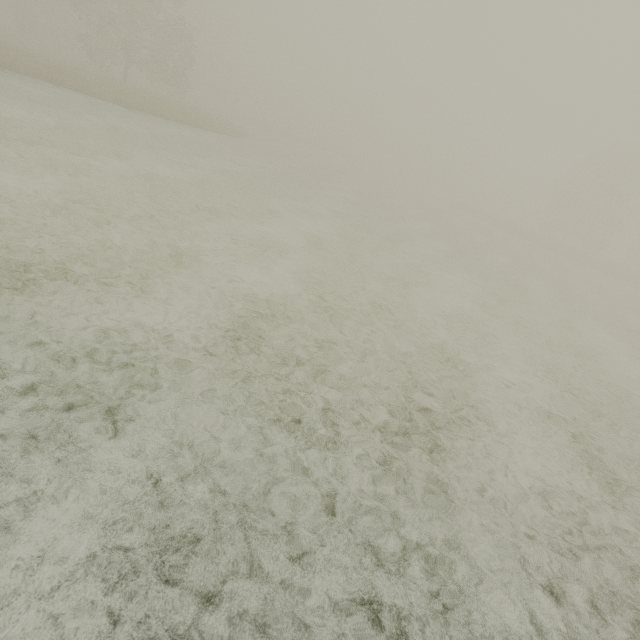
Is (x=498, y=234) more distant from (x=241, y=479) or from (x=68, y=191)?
(x=241, y=479)
